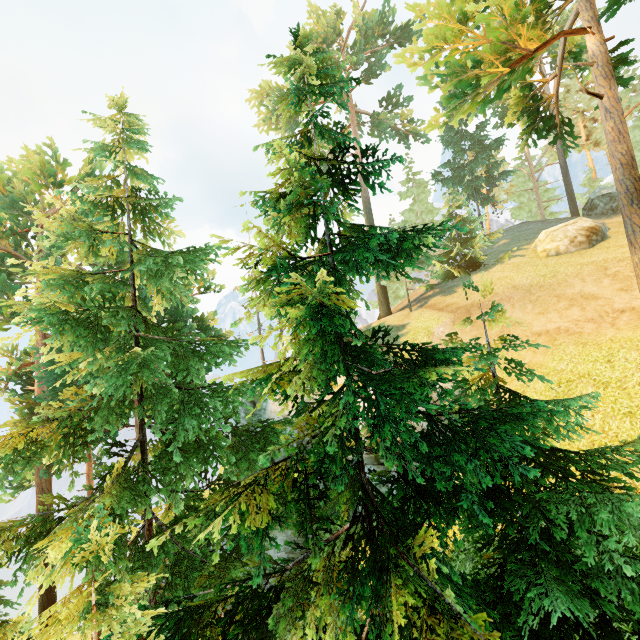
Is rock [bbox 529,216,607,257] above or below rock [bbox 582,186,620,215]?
below

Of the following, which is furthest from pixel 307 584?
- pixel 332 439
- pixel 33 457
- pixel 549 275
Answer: pixel 549 275

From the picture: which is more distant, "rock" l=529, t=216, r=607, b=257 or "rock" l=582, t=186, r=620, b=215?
"rock" l=582, t=186, r=620, b=215

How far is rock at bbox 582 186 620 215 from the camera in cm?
2519

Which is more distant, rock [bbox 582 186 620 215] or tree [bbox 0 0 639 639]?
rock [bbox 582 186 620 215]

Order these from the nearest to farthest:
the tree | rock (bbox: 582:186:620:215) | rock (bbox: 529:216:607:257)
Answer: the tree
rock (bbox: 529:216:607:257)
rock (bbox: 582:186:620:215)

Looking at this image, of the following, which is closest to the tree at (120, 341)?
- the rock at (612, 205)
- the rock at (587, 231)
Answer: the rock at (612, 205)

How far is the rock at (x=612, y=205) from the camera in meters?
25.2 m
